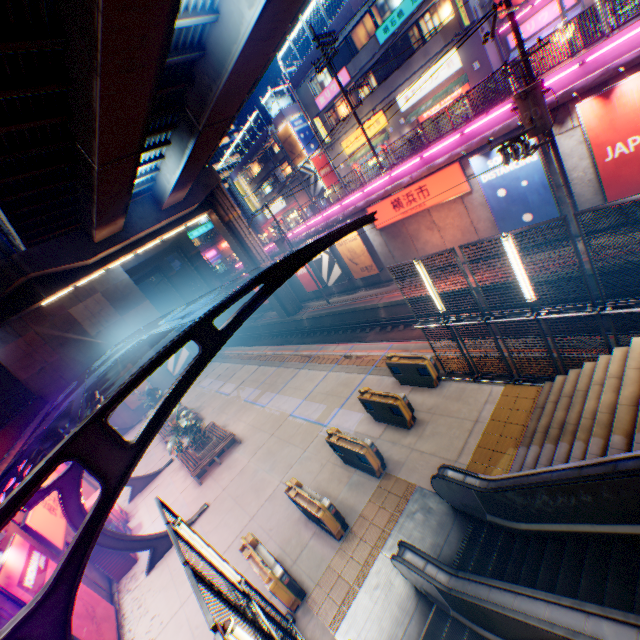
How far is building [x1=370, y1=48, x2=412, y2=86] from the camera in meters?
24.8 m

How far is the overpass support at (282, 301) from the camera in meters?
32.0 m

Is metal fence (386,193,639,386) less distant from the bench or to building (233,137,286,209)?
building (233,137,286,209)

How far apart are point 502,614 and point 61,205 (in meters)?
24.71

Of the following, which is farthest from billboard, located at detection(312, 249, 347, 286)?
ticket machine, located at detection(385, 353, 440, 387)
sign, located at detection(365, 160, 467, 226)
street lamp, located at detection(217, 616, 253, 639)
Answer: street lamp, located at detection(217, 616, 253, 639)

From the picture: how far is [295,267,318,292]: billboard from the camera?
29.6m

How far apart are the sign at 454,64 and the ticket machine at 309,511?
28.2m

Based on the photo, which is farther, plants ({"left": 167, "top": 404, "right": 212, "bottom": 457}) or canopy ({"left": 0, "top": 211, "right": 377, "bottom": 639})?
plants ({"left": 167, "top": 404, "right": 212, "bottom": 457})
